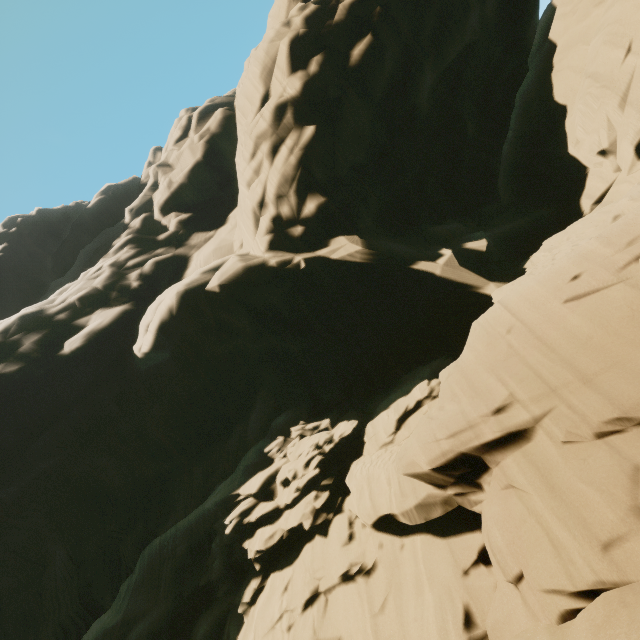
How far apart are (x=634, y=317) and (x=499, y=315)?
3.3 meters
